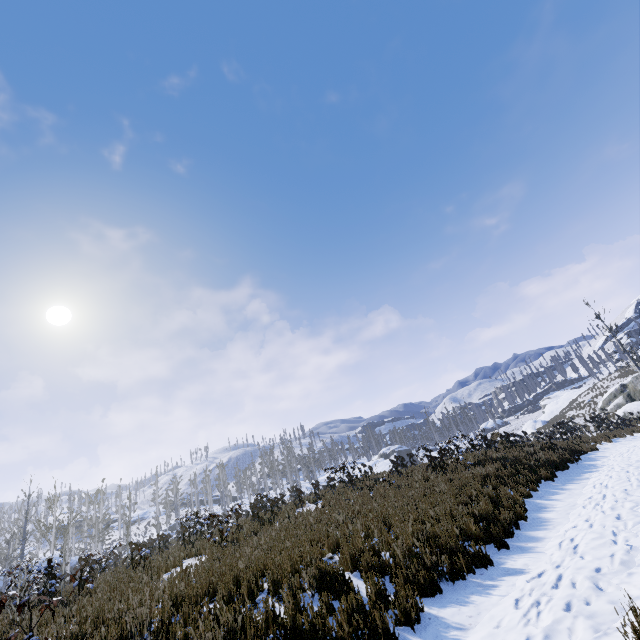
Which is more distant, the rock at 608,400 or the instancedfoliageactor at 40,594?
the rock at 608,400

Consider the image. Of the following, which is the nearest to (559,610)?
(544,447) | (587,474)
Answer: (587,474)

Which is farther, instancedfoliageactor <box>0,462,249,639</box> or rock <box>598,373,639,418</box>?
rock <box>598,373,639,418</box>
